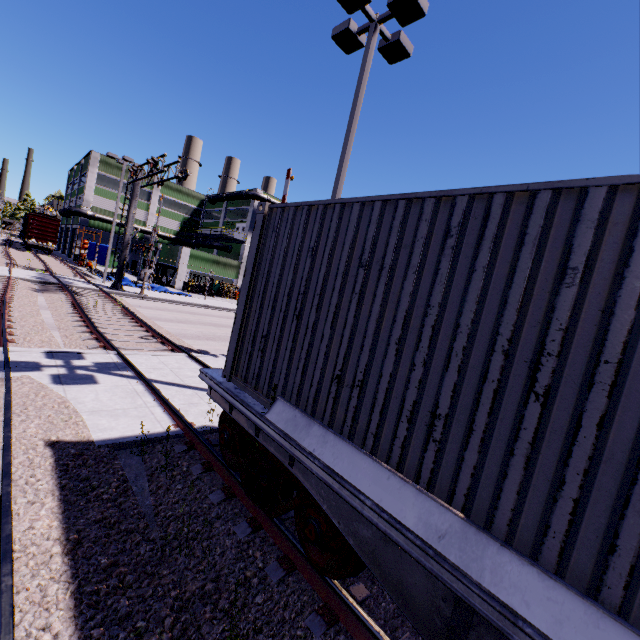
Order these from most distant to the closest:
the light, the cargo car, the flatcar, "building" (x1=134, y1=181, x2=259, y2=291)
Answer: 1. the cargo car
2. "building" (x1=134, y1=181, x2=259, y2=291)
3. the light
4. the flatcar

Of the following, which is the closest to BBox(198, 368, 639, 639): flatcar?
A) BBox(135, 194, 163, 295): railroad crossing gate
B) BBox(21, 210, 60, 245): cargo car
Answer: BBox(135, 194, 163, 295): railroad crossing gate

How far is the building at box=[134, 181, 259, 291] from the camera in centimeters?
3950cm

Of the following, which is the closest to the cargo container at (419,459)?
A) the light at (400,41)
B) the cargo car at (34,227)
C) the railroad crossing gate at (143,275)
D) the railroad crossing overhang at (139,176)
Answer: the railroad crossing overhang at (139,176)

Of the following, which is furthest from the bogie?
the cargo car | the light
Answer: the cargo car

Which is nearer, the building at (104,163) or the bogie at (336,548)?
the bogie at (336,548)

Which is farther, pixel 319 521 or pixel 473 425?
pixel 319 521
